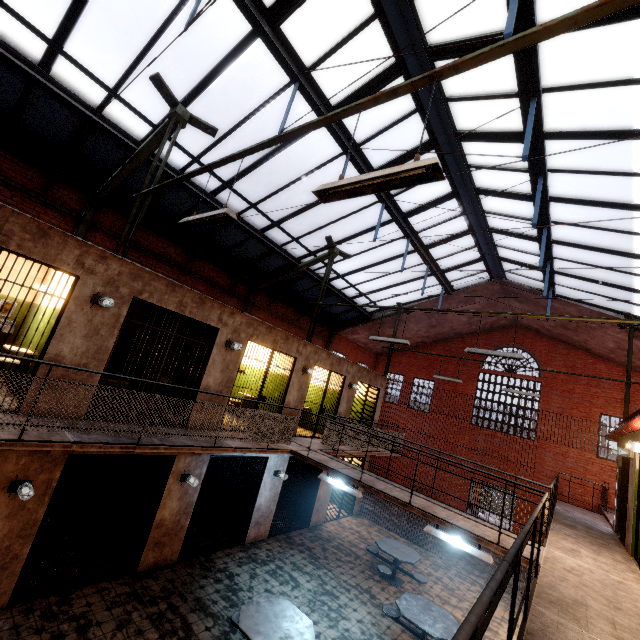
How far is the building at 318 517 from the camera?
11.4 meters

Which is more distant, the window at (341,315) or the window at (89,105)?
the window at (341,315)

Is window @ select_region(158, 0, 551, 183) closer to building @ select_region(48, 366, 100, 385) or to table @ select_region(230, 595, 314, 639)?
building @ select_region(48, 366, 100, 385)

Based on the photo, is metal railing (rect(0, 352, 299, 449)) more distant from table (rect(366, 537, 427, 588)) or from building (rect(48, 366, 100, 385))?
table (rect(366, 537, 427, 588))

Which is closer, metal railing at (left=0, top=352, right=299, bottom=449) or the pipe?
metal railing at (left=0, top=352, right=299, bottom=449)

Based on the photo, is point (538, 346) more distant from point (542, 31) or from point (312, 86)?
point (542, 31)

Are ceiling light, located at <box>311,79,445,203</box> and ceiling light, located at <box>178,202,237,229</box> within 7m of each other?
yes

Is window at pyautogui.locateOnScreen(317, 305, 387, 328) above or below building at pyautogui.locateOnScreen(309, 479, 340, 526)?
above
